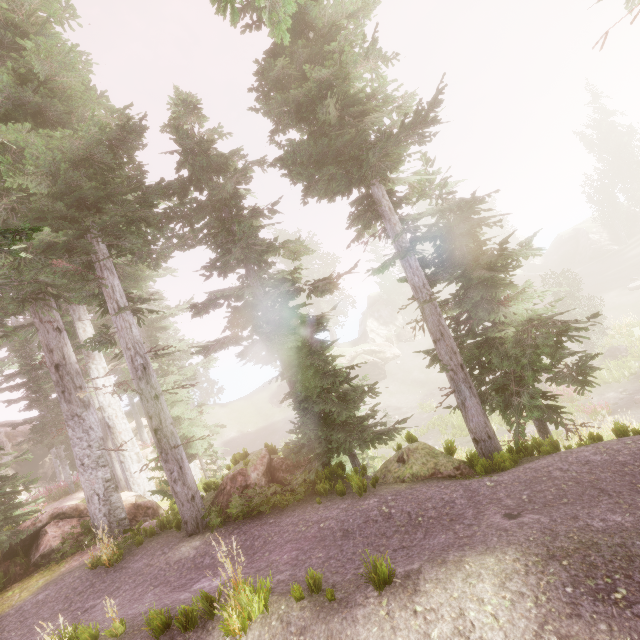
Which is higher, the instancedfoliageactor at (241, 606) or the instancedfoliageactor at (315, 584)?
the instancedfoliageactor at (241, 606)

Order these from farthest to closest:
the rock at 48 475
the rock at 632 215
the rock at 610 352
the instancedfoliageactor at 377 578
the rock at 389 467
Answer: the rock at 632 215 → the rock at 48 475 → the rock at 610 352 → the rock at 389 467 → the instancedfoliageactor at 377 578

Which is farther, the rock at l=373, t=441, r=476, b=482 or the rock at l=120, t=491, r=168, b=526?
the rock at l=120, t=491, r=168, b=526

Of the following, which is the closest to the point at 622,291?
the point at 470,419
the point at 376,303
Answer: the point at 376,303

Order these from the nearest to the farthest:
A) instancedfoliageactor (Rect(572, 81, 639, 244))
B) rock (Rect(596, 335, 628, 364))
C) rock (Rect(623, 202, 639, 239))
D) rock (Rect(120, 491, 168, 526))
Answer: rock (Rect(120, 491, 168, 526)) < rock (Rect(596, 335, 628, 364)) < instancedfoliageactor (Rect(572, 81, 639, 244)) < rock (Rect(623, 202, 639, 239))

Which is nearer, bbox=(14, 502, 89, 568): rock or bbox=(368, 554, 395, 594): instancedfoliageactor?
bbox=(368, 554, 395, 594): instancedfoliageactor

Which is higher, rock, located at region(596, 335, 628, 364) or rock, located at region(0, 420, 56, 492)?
rock, located at region(0, 420, 56, 492)

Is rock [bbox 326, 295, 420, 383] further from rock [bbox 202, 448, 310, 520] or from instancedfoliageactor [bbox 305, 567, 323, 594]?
rock [bbox 202, 448, 310, 520]
